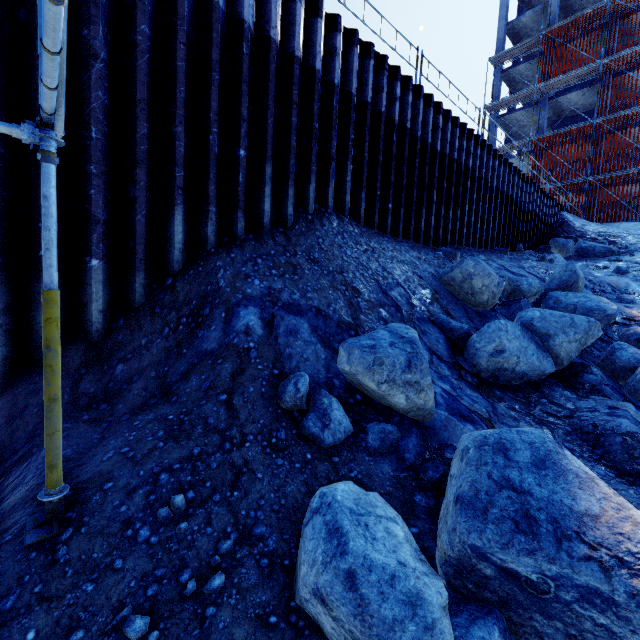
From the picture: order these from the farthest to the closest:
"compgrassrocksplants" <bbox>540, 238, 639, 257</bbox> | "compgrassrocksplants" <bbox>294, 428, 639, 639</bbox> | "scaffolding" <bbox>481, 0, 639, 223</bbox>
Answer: "scaffolding" <bbox>481, 0, 639, 223</bbox> → "compgrassrocksplants" <bbox>540, 238, 639, 257</bbox> → "compgrassrocksplants" <bbox>294, 428, 639, 639</bbox>

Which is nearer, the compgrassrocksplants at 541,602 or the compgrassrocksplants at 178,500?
the compgrassrocksplants at 541,602

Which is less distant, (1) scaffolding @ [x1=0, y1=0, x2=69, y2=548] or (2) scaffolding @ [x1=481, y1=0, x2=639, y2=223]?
(1) scaffolding @ [x1=0, y1=0, x2=69, y2=548]

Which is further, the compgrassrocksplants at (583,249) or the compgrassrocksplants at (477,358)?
the compgrassrocksplants at (583,249)

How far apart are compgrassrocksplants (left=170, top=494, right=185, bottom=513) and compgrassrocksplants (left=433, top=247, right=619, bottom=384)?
4.2 meters

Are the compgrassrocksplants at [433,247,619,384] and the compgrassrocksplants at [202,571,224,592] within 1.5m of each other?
no

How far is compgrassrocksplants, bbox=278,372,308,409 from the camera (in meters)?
3.29

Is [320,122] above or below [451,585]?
above
